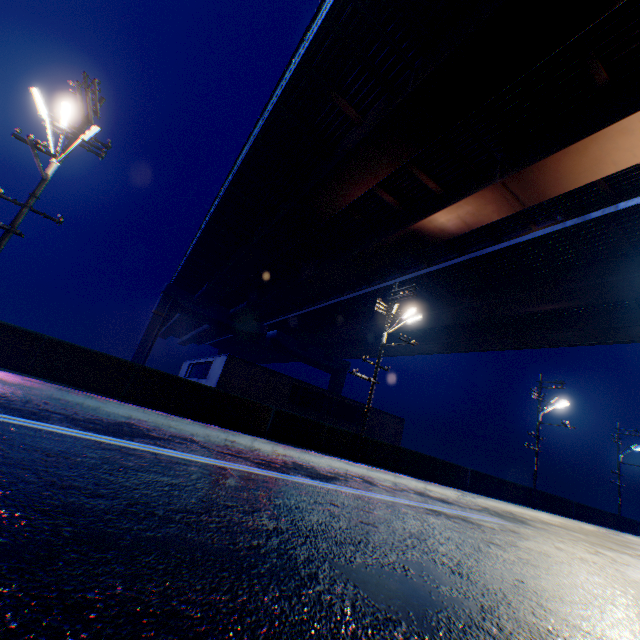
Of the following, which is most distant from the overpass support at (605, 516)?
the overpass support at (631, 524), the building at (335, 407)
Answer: the building at (335, 407)

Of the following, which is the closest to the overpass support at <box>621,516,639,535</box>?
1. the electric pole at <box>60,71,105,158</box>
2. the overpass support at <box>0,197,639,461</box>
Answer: the overpass support at <box>0,197,639,461</box>

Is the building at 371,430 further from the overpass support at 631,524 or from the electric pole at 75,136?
the overpass support at 631,524

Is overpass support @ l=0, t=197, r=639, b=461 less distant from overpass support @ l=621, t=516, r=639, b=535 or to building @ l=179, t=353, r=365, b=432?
overpass support @ l=621, t=516, r=639, b=535

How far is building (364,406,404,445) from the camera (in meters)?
29.55

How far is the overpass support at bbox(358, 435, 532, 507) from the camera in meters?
16.4

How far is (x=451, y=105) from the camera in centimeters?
1122cm

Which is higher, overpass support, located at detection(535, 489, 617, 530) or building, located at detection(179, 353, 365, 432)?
building, located at detection(179, 353, 365, 432)
